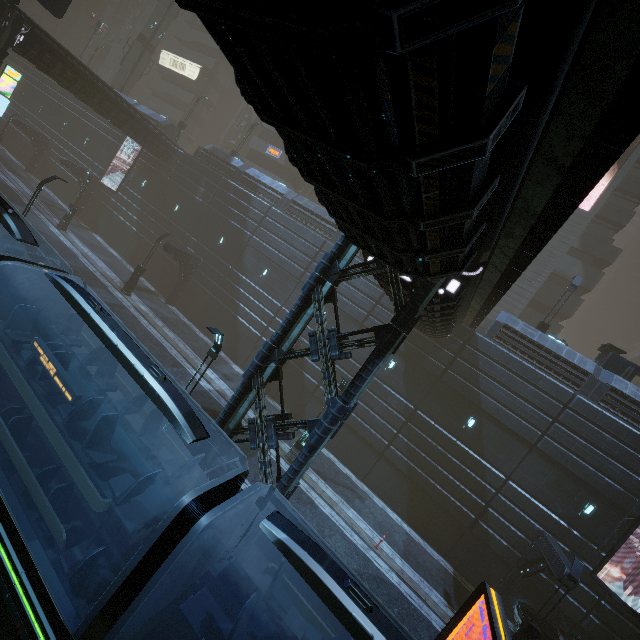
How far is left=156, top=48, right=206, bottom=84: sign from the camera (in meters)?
47.89

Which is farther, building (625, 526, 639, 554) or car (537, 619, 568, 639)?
building (625, 526, 639, 554)

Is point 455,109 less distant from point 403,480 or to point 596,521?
point 403,480

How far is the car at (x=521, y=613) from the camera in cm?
1539

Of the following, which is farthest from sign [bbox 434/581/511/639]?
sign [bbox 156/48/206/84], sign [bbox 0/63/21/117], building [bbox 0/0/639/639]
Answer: sign [bbox 156/48/206/84]

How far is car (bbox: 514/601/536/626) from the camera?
15.4m

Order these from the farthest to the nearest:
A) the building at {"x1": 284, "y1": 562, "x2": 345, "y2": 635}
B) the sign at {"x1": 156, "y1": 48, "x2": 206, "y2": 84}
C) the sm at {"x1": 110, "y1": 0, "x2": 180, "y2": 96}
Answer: the sign at {"x1": 156, "y1": 48, "x2": 206, "y2": 84} → the sm at {"x1": 110, "y1": 0, "x2": 180, "y2": 96} → the building at {"x1": 284, "y1": 562, "x2": 345, "y2": 635}

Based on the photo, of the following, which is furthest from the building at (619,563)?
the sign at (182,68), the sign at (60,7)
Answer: the sign at (60,7)
